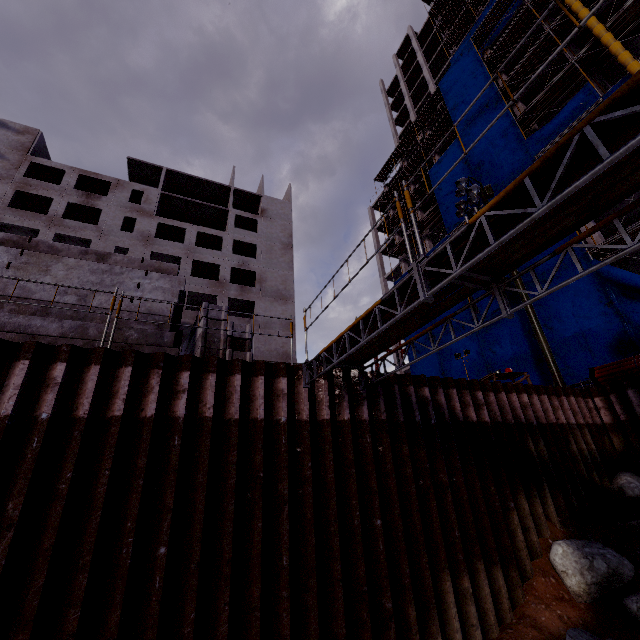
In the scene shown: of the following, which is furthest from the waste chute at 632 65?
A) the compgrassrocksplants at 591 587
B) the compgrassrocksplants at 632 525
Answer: the compgrassrocksplants at 591 587

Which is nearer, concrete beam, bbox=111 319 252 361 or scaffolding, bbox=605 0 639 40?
concrete beam, bbox=111 319 252 361

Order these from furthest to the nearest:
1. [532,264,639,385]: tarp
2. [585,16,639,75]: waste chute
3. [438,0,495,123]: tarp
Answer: [438,0,495,123]: tarp < [585,16,639,75]: waste chute < [532,264,639,385]: tarp

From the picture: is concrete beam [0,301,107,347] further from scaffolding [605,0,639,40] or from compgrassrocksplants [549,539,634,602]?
scaffolding [605,0,639,40]

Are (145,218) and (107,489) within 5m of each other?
no

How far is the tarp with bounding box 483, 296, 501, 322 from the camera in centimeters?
2184cm

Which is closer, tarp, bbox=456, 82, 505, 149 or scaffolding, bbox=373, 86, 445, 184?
tarp, bbox=456, 82, 505, 149

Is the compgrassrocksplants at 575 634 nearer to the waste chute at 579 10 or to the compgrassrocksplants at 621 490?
the compgrassrocksplants at 621 490
